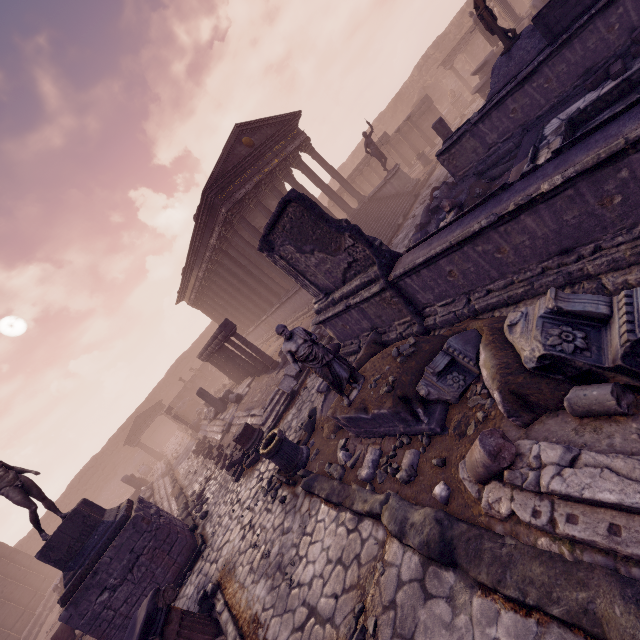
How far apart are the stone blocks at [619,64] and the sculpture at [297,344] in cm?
763

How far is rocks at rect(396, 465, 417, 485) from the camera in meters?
4.4

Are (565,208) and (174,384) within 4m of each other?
no

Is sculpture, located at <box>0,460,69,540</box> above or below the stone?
above

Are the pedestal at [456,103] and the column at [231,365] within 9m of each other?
no

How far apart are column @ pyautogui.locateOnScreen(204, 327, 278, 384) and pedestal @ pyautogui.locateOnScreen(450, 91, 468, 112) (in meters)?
24.86

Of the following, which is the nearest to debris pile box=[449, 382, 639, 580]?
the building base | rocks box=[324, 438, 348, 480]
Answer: rocks box=[324, 438, 348, 480]

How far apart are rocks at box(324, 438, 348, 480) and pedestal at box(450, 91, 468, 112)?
A: 28.0m
